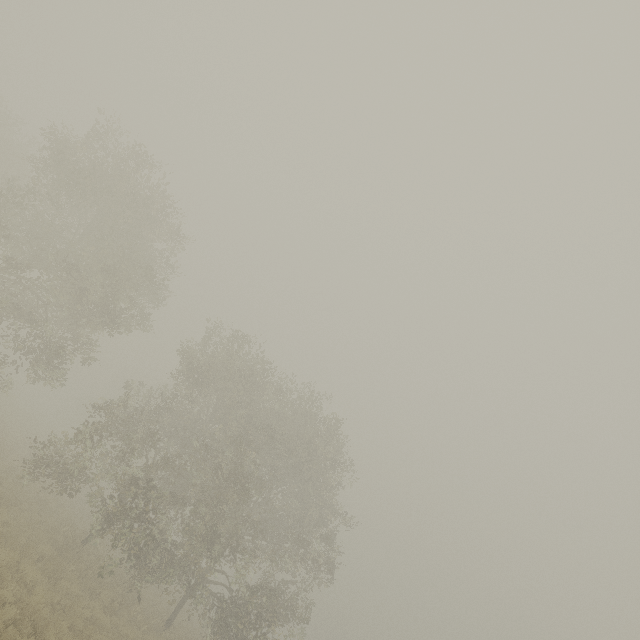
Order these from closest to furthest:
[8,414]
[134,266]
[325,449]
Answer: [134,266], [325,449], [8,414]
